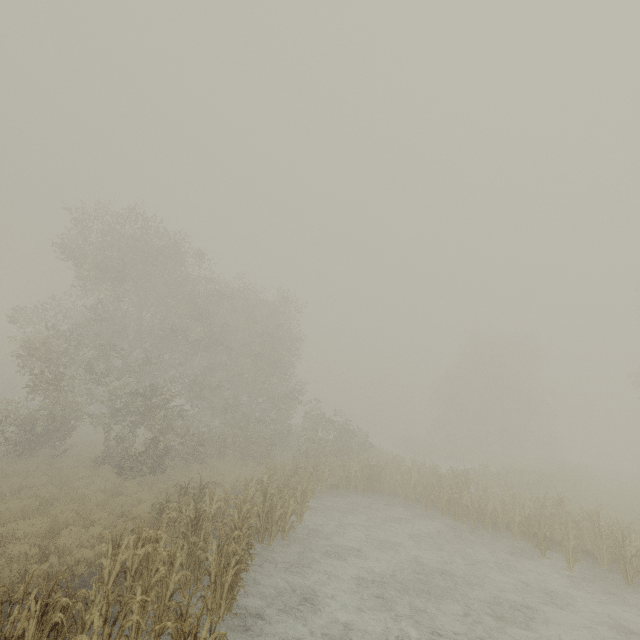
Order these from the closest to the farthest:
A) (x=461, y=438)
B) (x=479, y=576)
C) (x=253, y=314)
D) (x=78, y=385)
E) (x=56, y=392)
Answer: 1. (x=479, y=576)
2. (x=78, y=385)
3. (x=253, y=314)
4. (x=56, y=392)
5. (x=461, y=438)
